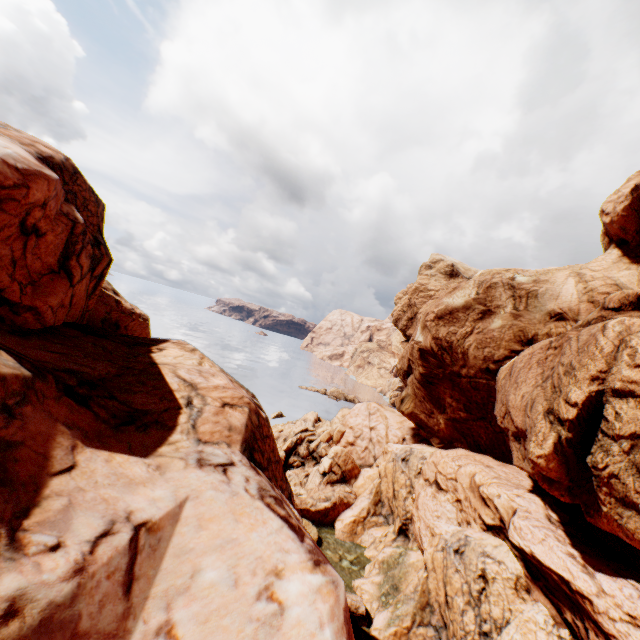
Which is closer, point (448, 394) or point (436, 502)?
point (436, 502)
